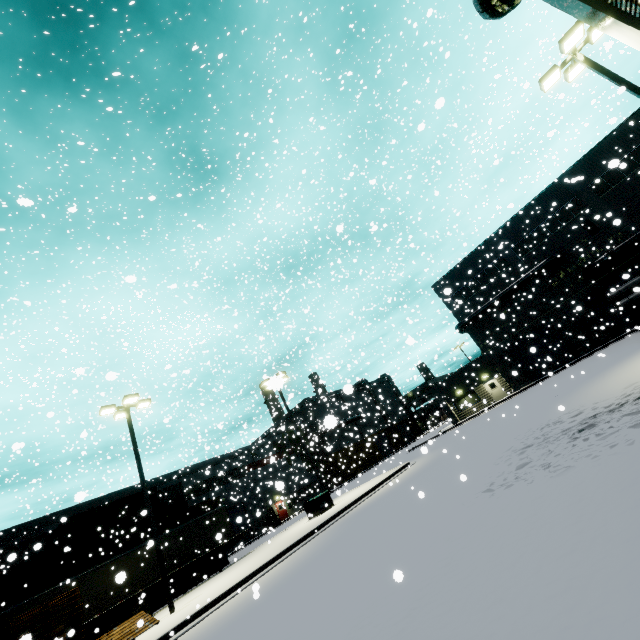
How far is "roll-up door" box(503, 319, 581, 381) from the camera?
31.2m

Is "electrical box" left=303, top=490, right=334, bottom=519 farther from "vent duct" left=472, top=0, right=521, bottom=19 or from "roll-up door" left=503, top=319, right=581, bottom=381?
"vent duct" left=472, top=0, right=521, bottom=19

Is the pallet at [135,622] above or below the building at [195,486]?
below

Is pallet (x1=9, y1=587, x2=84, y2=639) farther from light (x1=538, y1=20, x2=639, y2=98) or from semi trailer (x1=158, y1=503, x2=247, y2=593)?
light (x1=538, y1=20, x2=639, y2=98)

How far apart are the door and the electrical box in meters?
23.4

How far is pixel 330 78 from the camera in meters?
25.8 m

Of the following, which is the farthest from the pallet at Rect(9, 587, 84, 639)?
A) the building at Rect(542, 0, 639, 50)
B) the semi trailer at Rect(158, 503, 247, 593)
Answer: the semi trailer at Rect(158, 503, 247, 593)

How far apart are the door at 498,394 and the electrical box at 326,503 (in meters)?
23.36
